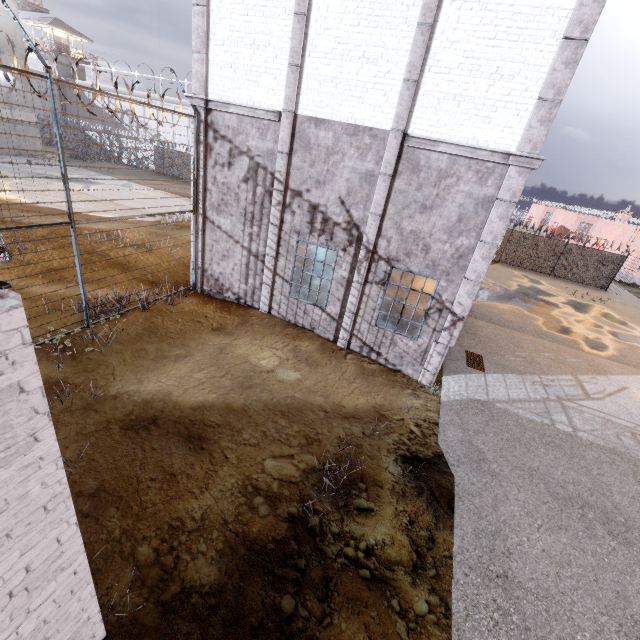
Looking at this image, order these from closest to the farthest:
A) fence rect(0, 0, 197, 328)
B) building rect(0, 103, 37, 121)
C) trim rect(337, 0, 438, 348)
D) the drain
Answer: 1. fence rect(0, 0, 197, 328)
2. trim rect(337, 0, 438, 348)
3. the drain
4. building rect(0, 103, 37, 121)

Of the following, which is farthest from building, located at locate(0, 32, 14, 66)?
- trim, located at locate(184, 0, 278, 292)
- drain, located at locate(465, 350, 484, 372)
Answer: drain, located at locate(465, 350, 484, 372)

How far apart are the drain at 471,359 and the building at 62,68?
64.81m

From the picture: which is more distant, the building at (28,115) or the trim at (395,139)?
the building at (28,115)

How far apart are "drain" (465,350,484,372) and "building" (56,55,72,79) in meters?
64.8 m

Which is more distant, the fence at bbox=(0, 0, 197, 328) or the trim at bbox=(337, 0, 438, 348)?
the trim at bbox=(337, 0, 438, 348)

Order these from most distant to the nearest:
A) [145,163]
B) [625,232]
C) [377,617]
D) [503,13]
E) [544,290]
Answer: [145,163]
[625,232]
[544,290]
[503,13]
[377,617]

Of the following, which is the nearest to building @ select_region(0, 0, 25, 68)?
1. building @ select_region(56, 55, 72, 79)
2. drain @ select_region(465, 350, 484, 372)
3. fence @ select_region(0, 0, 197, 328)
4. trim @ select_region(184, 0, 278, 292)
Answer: fence @ select_region(0, 0, 197, 328)
